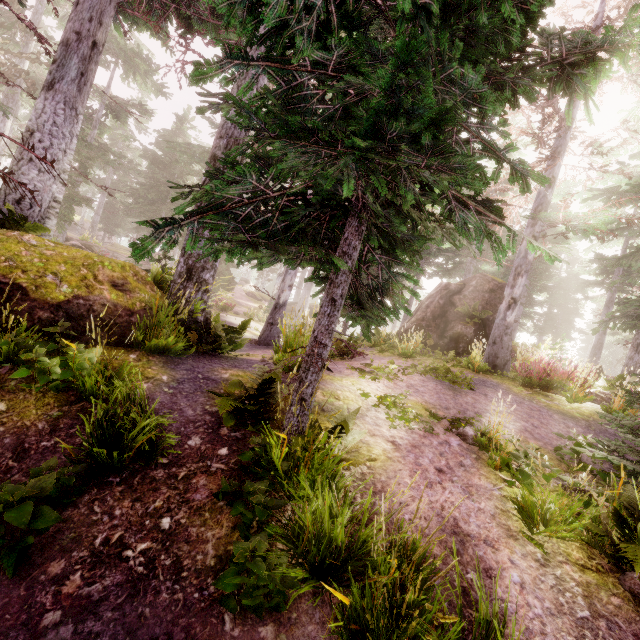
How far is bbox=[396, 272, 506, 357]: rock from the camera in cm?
1466

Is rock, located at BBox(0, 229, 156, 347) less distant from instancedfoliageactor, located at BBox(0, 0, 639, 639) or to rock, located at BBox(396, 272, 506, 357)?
instancedfoliageactor, located at BBox(0, 0, 639, 639)

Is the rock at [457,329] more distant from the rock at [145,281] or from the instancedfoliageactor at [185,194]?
the rock at [145,281]

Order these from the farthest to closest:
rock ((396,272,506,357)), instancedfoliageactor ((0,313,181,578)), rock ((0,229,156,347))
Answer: rock ((396,272,506,357)) < rock ((0,229,156,347)) < instancedfoliageactor ((0,313,181,578))

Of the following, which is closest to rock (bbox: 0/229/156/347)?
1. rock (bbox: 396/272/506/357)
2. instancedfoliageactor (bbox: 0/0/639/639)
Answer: instancedfoliageactor (bbox: 0/0/639/639)

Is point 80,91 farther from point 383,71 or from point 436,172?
point 436,172

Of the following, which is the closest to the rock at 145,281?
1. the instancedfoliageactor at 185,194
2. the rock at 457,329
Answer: the instancedfoliageactor at 185,194
